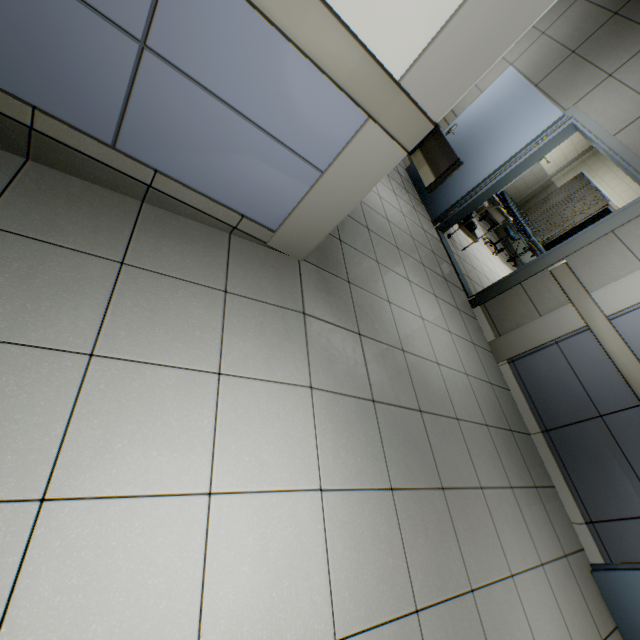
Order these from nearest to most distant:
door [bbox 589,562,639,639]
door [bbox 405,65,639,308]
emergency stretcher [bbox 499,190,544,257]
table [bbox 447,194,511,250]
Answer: door [bbox 589,562,639,639] < door [bbox 405,65,639,308] < table [bbox 447,194,511,250] < emergency stretcher [bbox 499,190,544,257]

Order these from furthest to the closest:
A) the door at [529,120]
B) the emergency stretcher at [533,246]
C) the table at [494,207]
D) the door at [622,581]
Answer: the emergency stretcher at [533,246] → the table at [494,207] → the door at [529,120] → the door at [622,581]

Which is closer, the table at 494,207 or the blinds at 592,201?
the table at 494,207

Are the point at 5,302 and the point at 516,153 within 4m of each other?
no

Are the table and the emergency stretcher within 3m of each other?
yes

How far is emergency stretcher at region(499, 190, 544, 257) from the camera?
7.53m

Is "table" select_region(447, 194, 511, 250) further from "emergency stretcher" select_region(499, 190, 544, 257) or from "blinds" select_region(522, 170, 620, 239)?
"blinds" select_region(522, 170, 620, 239)

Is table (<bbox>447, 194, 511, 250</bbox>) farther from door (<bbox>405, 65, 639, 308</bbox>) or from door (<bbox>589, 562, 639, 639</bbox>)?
door (<bbox>589, 562, 639, 639</bbox>)
